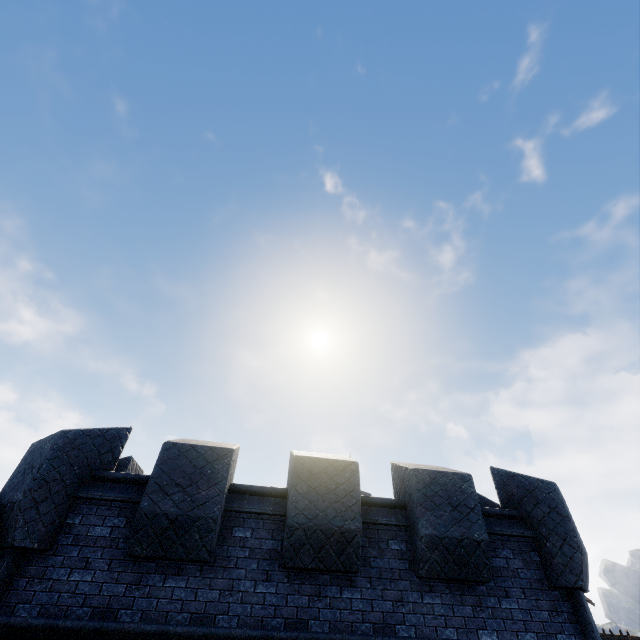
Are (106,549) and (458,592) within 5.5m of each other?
no
